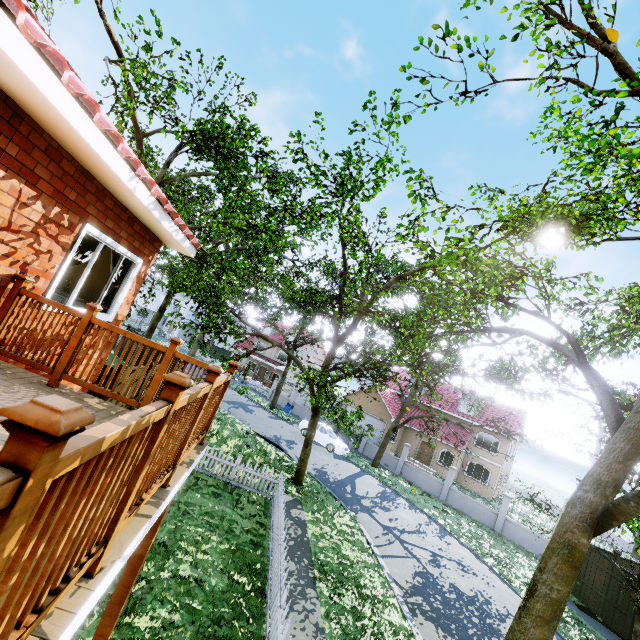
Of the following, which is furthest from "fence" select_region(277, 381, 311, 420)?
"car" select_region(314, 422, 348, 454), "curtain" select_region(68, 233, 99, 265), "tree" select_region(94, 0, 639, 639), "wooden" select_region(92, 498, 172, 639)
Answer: "curtain" select_region(68, 233, 99, 265)

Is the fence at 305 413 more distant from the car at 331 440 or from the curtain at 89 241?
the curtain at 89 241

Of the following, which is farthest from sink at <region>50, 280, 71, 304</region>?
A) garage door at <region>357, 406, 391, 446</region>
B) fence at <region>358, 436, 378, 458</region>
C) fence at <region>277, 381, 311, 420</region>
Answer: garage door at <region>357, 406, 391, 446</region>

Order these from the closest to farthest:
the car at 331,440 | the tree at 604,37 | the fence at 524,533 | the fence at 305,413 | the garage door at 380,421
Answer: the tree at 604,37 → the fence at 524,533 → the car at 331,440 → the garage door at 380,421 → the fence at 305,413

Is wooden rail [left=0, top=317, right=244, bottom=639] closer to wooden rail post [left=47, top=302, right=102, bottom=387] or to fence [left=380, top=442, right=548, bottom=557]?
wooden rail post [left=47, top=302, right=102, bottom=387]

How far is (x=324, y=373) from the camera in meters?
12.9

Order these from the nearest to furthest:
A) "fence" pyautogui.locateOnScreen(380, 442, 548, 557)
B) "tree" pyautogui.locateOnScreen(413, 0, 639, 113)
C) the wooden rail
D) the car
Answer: the wooden rail < "tree" pyautogui.locateOnScreen(413, 0, 639, 113) < "fence" pyautogui.locateOnScreen(380, 442, 548, 557) < the car

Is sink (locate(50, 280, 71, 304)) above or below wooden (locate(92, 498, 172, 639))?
above
